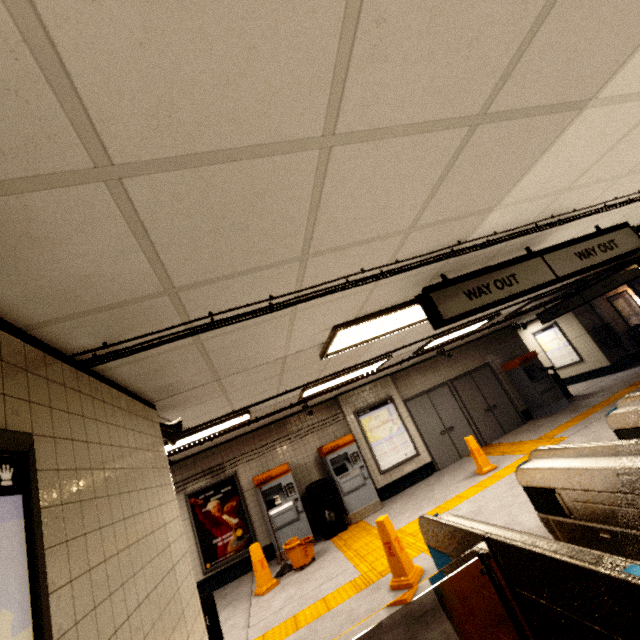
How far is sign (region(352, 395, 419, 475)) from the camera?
8.8 meters

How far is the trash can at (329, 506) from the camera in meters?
7.4 m

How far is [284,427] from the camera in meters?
8.9 m

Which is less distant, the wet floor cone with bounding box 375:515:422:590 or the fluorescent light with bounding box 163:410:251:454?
the wet floor cone with bounding box 375:515:422:590

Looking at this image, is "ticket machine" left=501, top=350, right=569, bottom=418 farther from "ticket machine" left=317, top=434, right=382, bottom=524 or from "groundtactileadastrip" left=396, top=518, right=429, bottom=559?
"ticket machine" left=317, top=434, right=382, bottom=524

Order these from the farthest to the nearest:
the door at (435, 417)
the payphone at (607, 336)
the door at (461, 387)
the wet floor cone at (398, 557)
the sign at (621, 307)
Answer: the sign at (621, 307), the payphone at (607, 336), the door at (461, 387), the door at (435, 417), the wet floor cone at (398, 557)

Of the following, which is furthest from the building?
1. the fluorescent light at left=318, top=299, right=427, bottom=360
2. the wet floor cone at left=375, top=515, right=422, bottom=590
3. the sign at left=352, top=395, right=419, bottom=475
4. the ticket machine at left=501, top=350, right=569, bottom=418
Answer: the ticket machine at left=501, top=350, right=569, bottom=418

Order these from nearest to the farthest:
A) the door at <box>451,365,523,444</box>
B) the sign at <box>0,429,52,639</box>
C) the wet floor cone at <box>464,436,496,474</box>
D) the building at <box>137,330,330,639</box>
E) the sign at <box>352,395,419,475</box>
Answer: the sign at <box>0,429,52,639</box>
the building at <box>137,330,330,639</box>
the wet floor cone at <box>464,436,496,474</box>
the sign at <box>352,395,419,475</box>
the door at <box>451,365,523,444</box>
